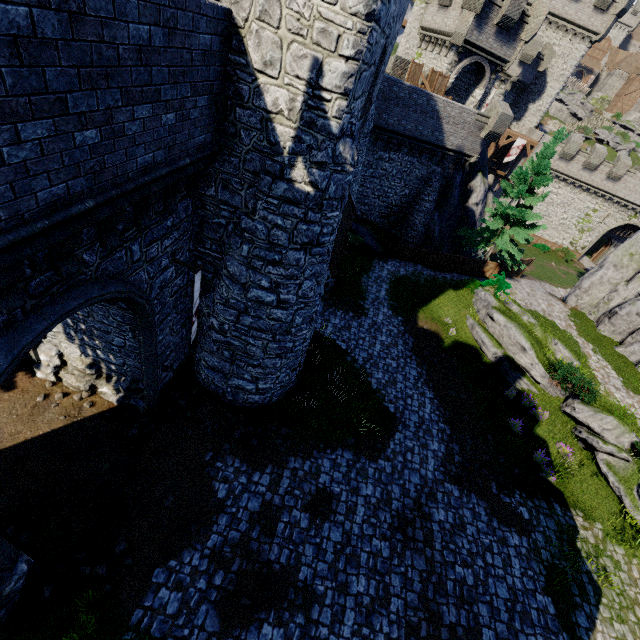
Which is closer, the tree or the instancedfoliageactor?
the instancedfoliageactor

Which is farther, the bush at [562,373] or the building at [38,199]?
the bush at [562,373]

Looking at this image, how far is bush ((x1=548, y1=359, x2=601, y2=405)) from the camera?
15.28m

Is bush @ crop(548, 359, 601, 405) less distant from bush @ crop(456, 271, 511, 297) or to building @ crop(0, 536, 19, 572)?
bush @ crop(456, 271, 511, 297)

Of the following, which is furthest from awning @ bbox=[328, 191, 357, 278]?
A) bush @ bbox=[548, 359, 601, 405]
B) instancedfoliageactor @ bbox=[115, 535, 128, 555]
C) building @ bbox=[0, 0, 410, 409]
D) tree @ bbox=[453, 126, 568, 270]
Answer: tree @ bbox=[453, 126, 568, 270]

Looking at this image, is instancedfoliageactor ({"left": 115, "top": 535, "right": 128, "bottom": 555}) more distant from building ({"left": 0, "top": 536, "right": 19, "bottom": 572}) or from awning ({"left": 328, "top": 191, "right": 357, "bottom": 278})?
awning ({"left": 328, "top": 191, "right": 357, "bottom": 278})

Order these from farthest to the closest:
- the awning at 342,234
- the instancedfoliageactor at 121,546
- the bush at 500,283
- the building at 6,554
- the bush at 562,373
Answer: the bush at 500,283 → the bush at 562,373 → the awning at 342,234 → the instancedfoliageactor at 121,546 → the building at 6,554

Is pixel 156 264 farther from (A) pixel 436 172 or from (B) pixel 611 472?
(A) pixel 436 172
